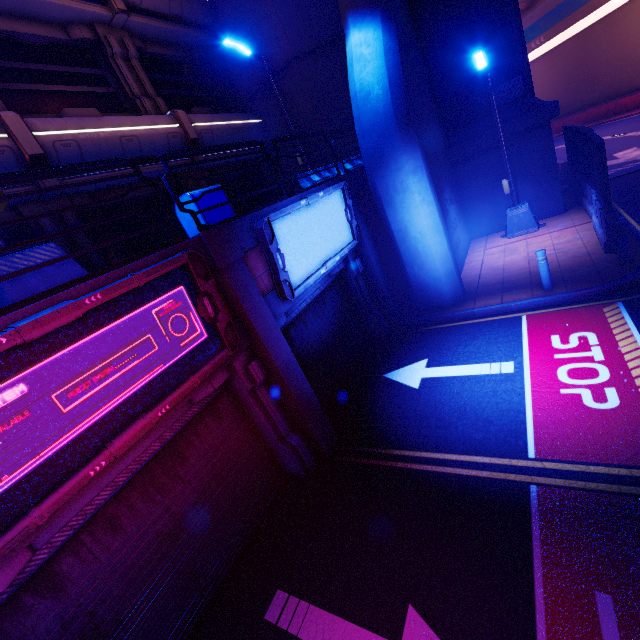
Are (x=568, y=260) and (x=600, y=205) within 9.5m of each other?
yes

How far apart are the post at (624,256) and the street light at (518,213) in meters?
4.6

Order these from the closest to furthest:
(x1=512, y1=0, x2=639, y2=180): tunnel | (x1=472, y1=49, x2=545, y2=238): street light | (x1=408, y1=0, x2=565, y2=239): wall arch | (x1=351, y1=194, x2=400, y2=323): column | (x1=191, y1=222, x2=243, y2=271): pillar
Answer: (x1=191, y1=222, x2=243, y2=271): pillar < (x1=351, y1=194, x2=400, y2=323): column < (x1=472, y1=49, x2=545, y2=238): street light < (x1=408, y1=0, x2=565, y2=239): wall arch < (x1=512, y1=0, x2=639, y2=180): tunnel

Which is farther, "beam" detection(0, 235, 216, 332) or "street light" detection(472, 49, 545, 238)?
"street light" detection(472, 49, 545, 238)

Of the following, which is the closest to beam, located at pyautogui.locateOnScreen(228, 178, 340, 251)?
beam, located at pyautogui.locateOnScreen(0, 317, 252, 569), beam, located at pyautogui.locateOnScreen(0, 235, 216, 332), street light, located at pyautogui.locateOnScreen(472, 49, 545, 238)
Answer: beam, located at pyautogui.locateOnScreen(0, 235, 216, 332)

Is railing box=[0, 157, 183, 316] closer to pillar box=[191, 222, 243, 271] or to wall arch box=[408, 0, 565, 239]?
pillar box=[191, 222, 243, 271]

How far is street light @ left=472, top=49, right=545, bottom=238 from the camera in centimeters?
1017cm

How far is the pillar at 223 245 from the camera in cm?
486
